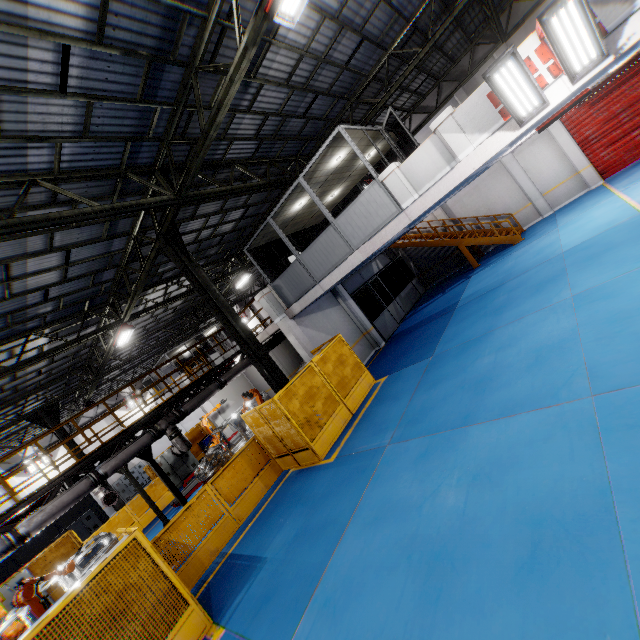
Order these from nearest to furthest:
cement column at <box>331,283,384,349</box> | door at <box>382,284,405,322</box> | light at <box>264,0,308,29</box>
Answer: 1. light at <box>264,0,308,29</box>
2. cement column at <box>331,283,384,349</box>
3. door at <box>382,284,405,322</box>

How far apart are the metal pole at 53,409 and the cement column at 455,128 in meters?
20.9 m

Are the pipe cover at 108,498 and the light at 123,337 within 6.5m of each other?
yes

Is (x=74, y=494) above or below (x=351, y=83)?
below

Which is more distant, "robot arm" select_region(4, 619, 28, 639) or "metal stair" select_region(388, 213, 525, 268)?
"metal stair" select_region(388, 213, 525, 268)

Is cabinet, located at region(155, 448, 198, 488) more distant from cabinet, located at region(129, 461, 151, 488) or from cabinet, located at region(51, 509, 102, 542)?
cabinet, located at region(129, 461, 151, 488)

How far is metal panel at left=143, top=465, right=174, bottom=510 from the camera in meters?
16.9 m

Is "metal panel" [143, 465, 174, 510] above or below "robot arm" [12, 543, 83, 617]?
below
